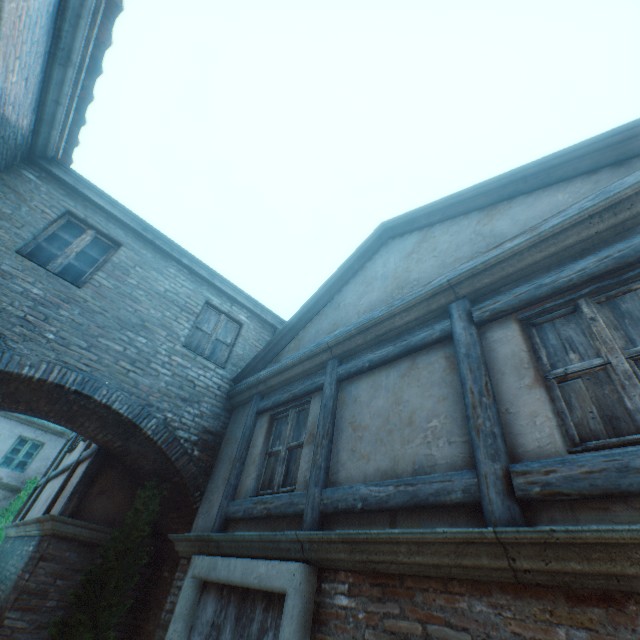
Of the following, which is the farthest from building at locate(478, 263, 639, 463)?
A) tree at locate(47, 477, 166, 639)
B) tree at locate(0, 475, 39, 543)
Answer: tree at locate(0, 475, 39, 543)

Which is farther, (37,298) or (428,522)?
(37,298)

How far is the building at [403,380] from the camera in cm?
293

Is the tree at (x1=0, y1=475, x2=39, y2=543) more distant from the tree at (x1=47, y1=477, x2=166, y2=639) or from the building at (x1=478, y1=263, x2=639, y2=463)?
the tree at (x1=47, y1=477, x2=166, y2=639)

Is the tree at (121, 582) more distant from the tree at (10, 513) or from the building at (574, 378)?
the tree at (10, 513)

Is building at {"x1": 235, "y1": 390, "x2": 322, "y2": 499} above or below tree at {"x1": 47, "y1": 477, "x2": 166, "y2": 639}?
above

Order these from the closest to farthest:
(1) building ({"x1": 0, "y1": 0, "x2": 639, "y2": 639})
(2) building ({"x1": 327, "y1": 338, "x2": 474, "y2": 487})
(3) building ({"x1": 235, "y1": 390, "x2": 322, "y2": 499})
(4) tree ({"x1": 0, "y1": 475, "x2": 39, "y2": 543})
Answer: (1) building ({"x1": 0, "y1": 0, "x2": 639, "y2": 639})
(2) building ({"x1": 327, "y1": 338, "x2": 474, "y2": 487})
(3) building ({"x1": 235, "y1": 390, "x2": 322, "y2": 499})
(4) tree ({"x1": 0, "y1": 475, "x2": 39, "y2": 543})

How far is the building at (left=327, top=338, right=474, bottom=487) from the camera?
2.9 meters
